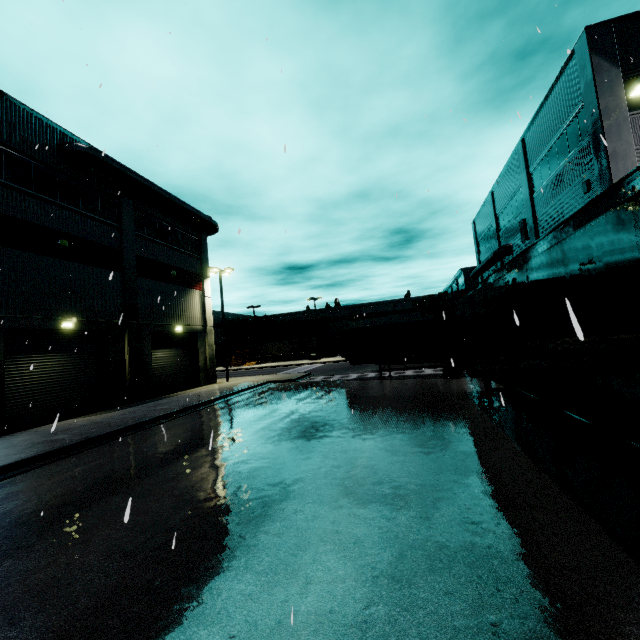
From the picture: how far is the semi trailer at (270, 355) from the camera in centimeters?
5716cm

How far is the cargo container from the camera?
19.2m

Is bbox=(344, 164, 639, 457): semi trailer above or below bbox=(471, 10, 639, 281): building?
below

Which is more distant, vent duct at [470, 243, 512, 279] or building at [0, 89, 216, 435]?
vent duct at [470, 243, 512, 279]

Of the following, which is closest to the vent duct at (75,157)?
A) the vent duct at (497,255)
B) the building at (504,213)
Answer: the building at (504,213)

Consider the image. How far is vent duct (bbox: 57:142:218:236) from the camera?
16.7 meters

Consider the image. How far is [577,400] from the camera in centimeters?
456cm

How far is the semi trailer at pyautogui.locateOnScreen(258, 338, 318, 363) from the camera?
57.16m
